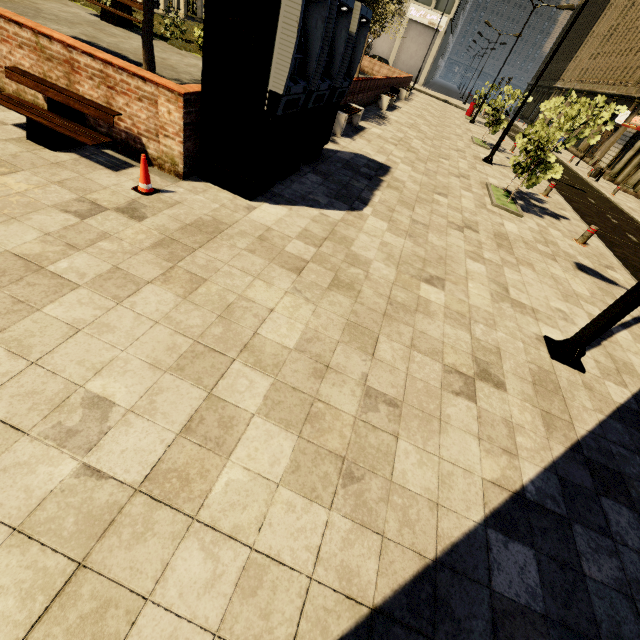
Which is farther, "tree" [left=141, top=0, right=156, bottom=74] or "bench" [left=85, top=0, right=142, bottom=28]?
"bench" [left=85, top=0, right=142, bottom=28]

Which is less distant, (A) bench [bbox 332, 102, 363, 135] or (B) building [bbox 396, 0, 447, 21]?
(A) bench [bbox 332, 102, 363, 135]

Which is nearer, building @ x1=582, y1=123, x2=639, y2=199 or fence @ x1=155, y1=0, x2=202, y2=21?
fence @ x1=155, y1=0, x2=202, y2=21

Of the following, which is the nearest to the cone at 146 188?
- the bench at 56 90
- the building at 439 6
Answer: the bench at 56 90

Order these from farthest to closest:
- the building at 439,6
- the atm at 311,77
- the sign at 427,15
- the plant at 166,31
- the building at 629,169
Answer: the sign at 427,15, the building at 439,6, the building at 629,169, the plant at 166,31, the atm at 311,77

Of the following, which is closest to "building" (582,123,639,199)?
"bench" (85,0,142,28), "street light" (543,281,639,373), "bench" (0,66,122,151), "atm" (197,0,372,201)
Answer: "street light" (543,281,639,373)

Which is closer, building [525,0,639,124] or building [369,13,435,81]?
building [525,0,639,124]

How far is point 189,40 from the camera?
14.1m
